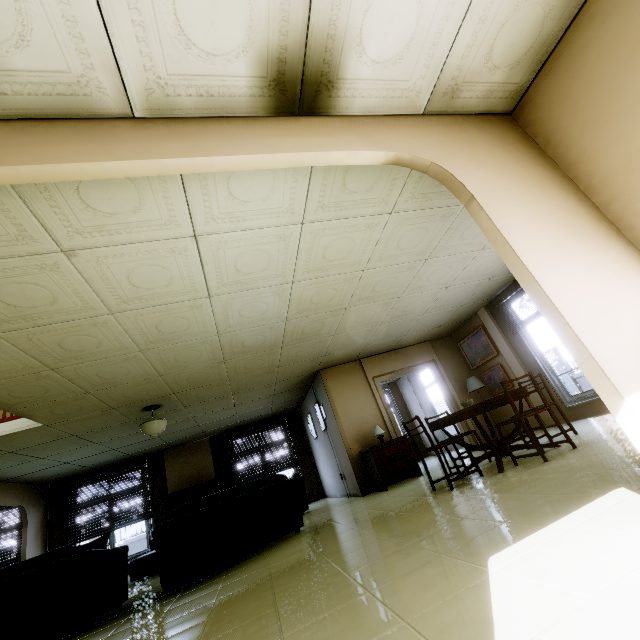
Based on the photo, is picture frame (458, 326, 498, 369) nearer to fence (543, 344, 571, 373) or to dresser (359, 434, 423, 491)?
dresser (359, 434, 423, 491)

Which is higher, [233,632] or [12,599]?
[12,599]

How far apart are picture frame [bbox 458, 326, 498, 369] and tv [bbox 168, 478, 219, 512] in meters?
7.7

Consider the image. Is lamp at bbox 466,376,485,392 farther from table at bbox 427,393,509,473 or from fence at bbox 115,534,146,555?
fence at bbox 115,534,146,555

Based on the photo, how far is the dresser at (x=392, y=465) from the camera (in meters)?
6.18

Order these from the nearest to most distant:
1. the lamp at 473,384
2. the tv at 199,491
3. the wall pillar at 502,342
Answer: the wall pillar at 502,342 → the lamp at 473,384 → the tv at 199,491

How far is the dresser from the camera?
6.2m

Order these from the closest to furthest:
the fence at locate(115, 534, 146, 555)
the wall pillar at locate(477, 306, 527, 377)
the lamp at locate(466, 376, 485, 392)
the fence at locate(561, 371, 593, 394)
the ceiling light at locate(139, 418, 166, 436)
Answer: the ceiling light at locate(139, 418, 166, 436) < the wall pillar at locate(477, 306, 527, 377) < the lamp at locate(466, 376, 485, 392) < the fence at locate(561, 371, 593, 394) < the fence at locate(115, 534, 146, 555)
